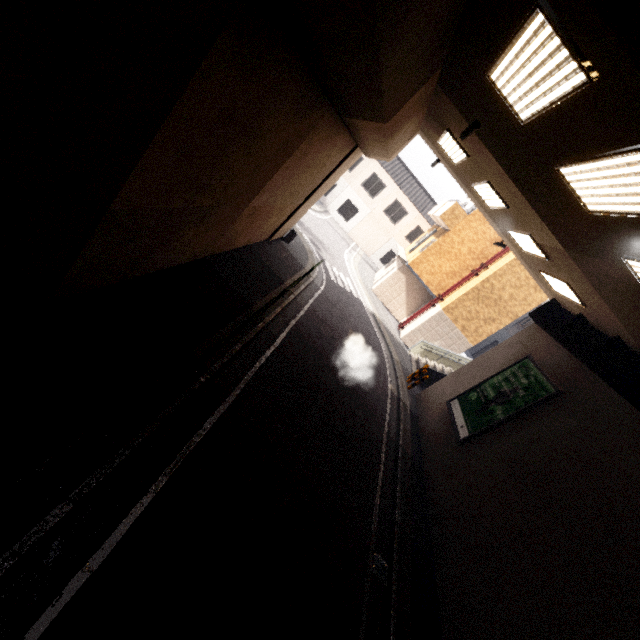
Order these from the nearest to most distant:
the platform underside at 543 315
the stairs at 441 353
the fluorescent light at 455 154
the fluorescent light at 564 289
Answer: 1. the platform underside at 543 315
2. the fluorescent light at 455 154
3. the fluorescent light at 564 289
4. the stairs at 441 353

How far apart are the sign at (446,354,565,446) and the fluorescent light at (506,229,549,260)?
3.64m

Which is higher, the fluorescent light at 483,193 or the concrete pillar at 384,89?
the fluorescent light at 483,193

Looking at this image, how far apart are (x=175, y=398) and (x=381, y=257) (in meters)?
26.64

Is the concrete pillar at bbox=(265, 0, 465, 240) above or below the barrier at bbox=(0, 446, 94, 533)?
above

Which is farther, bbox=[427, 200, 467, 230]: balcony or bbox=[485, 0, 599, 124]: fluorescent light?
bbox=[427, 200, 467, 230]: balcony

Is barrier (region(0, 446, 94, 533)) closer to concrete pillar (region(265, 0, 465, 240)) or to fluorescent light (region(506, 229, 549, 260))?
concrete pillar (region(265, 0, 465, 240))

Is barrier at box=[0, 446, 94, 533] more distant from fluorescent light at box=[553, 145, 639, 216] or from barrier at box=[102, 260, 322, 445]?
fluorescent light at box=[553, 145, 639, 216]
